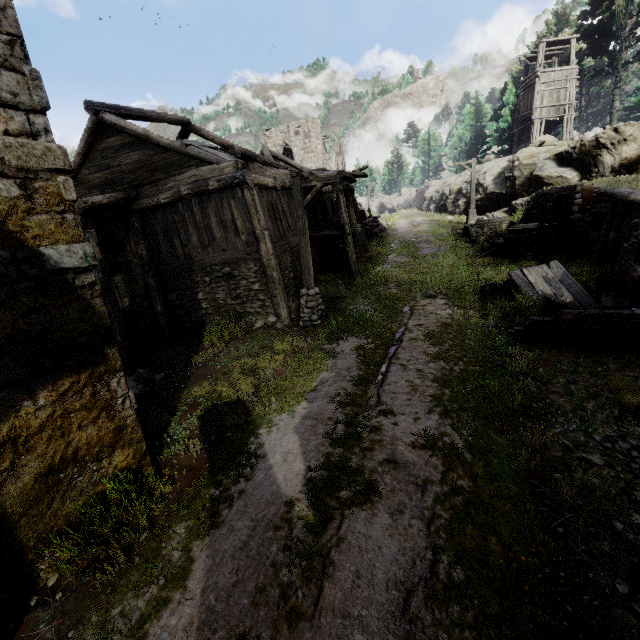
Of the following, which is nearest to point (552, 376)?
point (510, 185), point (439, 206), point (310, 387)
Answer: point (310, 387)

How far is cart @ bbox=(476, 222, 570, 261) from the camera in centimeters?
1463cm

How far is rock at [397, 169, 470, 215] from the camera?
31.8 meters

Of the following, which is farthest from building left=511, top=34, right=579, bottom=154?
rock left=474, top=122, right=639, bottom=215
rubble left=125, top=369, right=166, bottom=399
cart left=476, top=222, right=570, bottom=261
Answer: rubble left=125, top=369, right=166, bottom=399

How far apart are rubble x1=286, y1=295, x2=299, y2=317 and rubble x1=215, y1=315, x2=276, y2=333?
0.70m

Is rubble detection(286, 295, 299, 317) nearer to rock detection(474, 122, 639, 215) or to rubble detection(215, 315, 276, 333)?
rubble detection(215, 315, 276, 333)

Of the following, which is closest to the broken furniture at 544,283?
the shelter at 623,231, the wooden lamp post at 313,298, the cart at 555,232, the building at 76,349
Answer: the shelter at 623,231

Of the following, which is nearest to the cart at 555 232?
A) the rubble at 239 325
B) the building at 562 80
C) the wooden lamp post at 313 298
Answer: the wooden lamp post at 313 298
